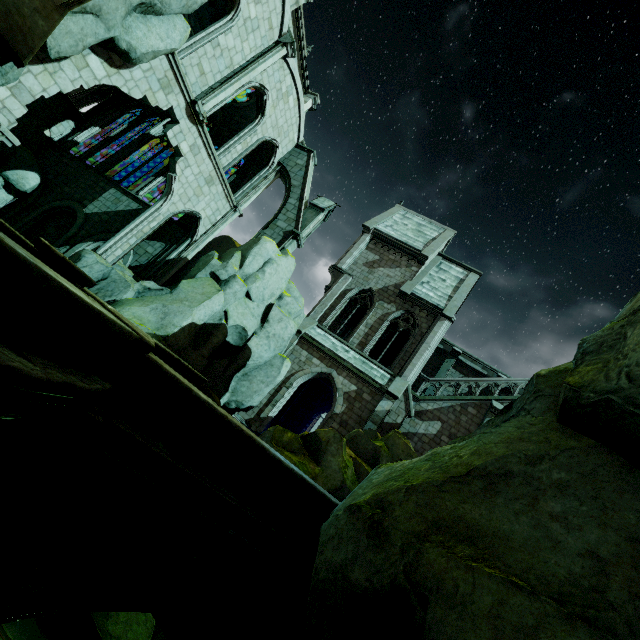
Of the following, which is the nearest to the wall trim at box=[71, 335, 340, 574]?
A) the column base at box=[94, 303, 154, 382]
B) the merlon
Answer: the column base at box=[94, 303, 154, 382]

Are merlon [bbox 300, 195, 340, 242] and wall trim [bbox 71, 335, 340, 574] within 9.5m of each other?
no

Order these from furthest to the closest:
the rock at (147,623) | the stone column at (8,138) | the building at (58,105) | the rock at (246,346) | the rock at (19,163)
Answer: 1. the rock at (19,163)
2. the rock at (246,346)
3. the building at (58,105)
4. the stone column at (8,138)
5. the rock at (147,623)

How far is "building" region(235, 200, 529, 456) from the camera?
18.2m

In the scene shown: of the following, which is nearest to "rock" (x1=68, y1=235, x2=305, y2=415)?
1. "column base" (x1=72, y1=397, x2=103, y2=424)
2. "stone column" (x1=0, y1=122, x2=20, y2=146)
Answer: "column base" (x1=72, y1=397, x2=103, y2=424)

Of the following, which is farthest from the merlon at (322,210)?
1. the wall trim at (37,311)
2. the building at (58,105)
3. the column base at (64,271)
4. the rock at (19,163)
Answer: the wall trim at (37,311)

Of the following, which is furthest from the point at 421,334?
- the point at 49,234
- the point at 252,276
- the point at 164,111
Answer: the point at 164,111

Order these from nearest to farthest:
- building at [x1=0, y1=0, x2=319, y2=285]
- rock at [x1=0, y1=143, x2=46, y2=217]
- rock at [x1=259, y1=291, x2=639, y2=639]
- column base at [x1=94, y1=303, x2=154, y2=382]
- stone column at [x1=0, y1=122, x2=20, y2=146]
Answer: rock at [x1=259, y1=291, x2=639, y2=639] → column base at [x1=94, y1=303, x2=154, y2=382] → stone column at [x1=0, y1=122, x2=20, y2=146] → building at [x1=0, y1=0, x2=319, y2=285] → rock at [x1=0, y1=143, x2=46, y2=217]
